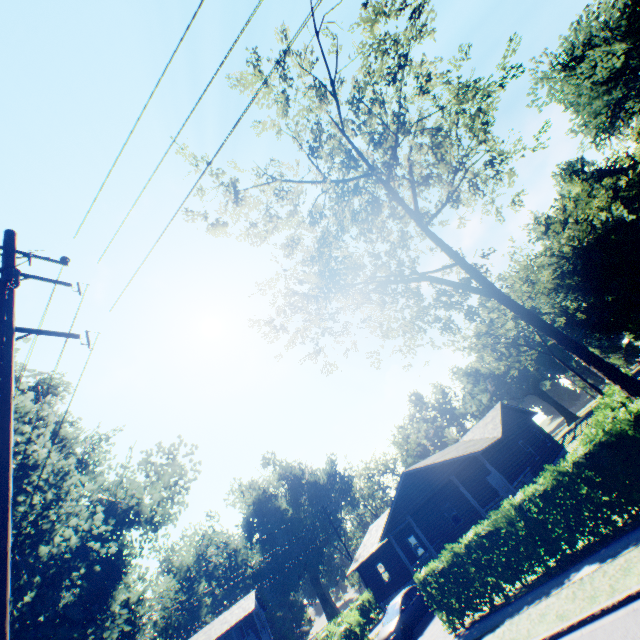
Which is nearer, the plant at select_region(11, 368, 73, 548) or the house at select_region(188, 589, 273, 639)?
the plant at select_region(11, 368, 73, 548)

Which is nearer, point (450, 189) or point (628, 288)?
point (450, 189)

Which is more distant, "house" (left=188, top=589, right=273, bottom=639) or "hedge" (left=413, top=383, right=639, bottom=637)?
"house" (left=188, top=589, right=273, bottom=639)

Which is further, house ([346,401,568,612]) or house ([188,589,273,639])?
house ([188,589,273,639])

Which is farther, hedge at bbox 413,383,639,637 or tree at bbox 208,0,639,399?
tree at bbox 208,0,639,399

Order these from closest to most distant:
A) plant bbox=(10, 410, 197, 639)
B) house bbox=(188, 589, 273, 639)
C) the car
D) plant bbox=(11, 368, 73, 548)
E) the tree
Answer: plant bbox=(11, 368, 73, 548)
plant bbox=(10, 410, 197, 639)
the tree
the car
house bbox=(188, 589, 273, 639)

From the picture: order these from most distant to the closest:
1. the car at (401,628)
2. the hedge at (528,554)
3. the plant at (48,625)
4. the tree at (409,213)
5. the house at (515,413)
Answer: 1. the house at (515,413)
2. the car at (401,628)
3. the tree at (409,213)
4. the plant at (48,625)
5. the hedge at (528,554)

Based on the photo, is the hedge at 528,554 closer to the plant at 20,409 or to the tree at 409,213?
the tree at 409,213
